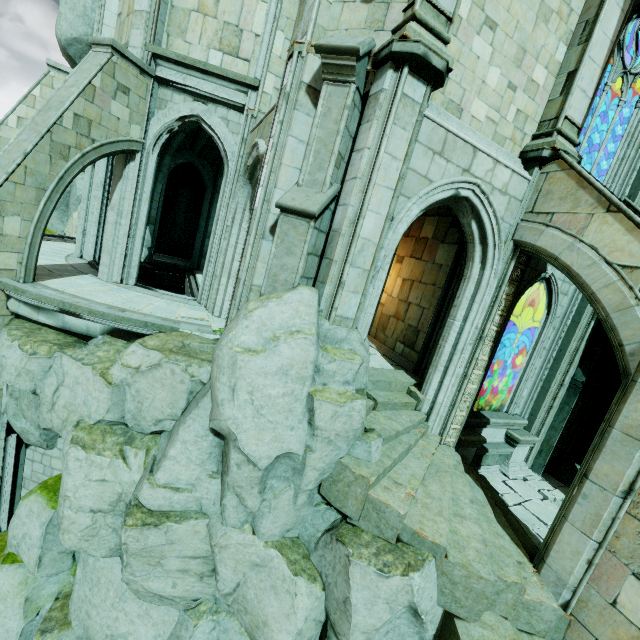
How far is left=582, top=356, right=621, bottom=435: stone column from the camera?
12.1m

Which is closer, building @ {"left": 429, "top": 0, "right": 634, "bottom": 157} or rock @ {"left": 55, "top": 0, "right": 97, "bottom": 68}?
building @ {"left": 429, "top": 0, "right": 634, "bottom": 157}

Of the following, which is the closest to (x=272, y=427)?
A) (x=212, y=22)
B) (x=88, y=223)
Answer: (x=212, y=22)

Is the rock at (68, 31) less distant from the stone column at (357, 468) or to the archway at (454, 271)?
the archway at (454, 271)

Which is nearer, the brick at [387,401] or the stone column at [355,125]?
the stone column at [355,125]

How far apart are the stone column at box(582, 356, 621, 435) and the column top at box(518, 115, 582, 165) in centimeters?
775cm

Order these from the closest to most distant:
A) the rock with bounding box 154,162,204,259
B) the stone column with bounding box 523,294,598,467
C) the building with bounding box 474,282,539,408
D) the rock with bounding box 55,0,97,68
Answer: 1. the stone column with bounding box 523,294,598,467
2. the building with bounding box 474,282,539,408
3. the rock with bounding box 55,0,97,68
4. the rock with bounding box 154,162,204,259

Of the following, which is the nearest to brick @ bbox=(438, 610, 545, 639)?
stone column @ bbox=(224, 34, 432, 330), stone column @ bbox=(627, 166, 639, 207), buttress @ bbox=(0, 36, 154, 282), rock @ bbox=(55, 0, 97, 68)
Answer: stone column @ bbox=(224, 34, 432, 330)
